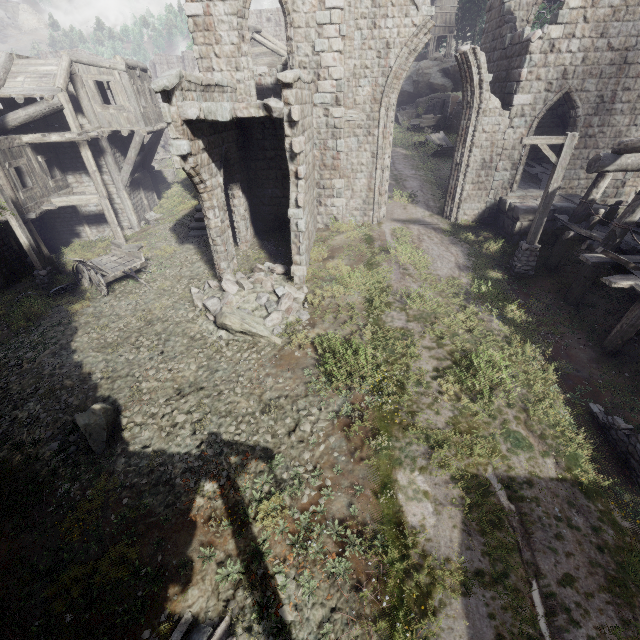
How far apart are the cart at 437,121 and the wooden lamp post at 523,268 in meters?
23.8

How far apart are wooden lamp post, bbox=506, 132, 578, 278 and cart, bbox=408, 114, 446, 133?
23.8m

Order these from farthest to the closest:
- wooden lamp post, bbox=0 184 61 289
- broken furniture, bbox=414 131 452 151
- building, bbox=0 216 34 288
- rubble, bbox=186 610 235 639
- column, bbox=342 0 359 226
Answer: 1. broken furniture, bbox=414 131 452 151
2. building, bbox=0 216 34 288
3. wooden lamp post, bbox=0 184 61 289
4. column, bbox=342 0 359 226
5. rubble, bbox=186 610 235 639

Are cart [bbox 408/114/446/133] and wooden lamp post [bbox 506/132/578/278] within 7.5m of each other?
no

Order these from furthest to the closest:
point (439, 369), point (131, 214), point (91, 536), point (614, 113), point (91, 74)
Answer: point (131, 214) → point (91, 74) → point (614, 113) → point (439, 369) → point (91, 536)

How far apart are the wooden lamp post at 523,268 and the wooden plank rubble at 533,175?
5.4m

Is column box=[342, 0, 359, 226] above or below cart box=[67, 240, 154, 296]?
above

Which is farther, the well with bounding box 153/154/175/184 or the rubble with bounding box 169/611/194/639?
the well with bounding box 153/154/175/184
